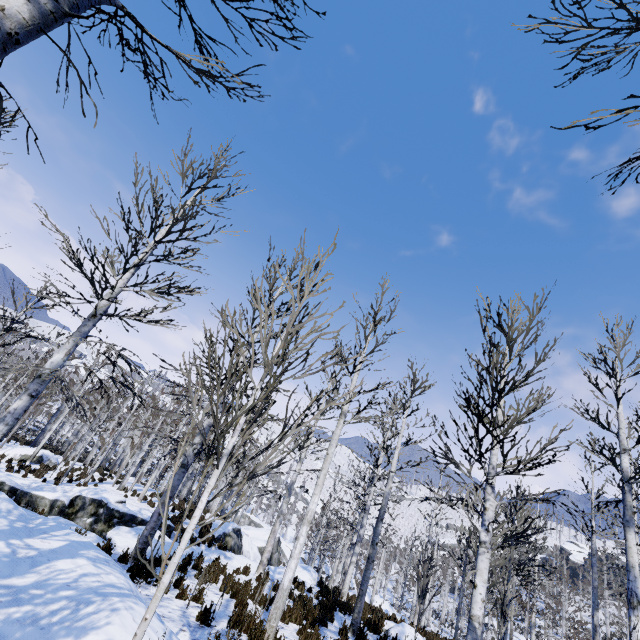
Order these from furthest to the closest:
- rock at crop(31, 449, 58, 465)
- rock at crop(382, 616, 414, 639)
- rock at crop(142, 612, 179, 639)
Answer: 1. rock at crop(31, 449, 58, 465)
2. rock at crop(382, 616, 414, 639)
3. rock at crop(142, 612, 179, 639)

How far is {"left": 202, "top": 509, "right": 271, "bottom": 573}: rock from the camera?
13.8 meters

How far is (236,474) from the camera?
2.7m

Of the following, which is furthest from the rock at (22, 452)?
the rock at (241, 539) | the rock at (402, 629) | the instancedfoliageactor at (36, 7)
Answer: the rock at (402, 629)

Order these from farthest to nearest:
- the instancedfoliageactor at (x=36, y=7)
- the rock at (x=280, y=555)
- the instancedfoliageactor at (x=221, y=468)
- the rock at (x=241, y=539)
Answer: the rock at (x=280, y=555), the rock at (x=241, y=539), the instancedfoliageactor at (x=221, y=468), the instancedfoliageactor at (x=36, y=7)

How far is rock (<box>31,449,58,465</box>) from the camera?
22.33m

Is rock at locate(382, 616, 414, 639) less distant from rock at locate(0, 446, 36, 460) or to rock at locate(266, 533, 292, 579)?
rock at locate(266, 533, 292, 579)

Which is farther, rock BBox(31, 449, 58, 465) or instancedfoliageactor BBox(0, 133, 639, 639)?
rock BBox(31, 449, 58, 465)
